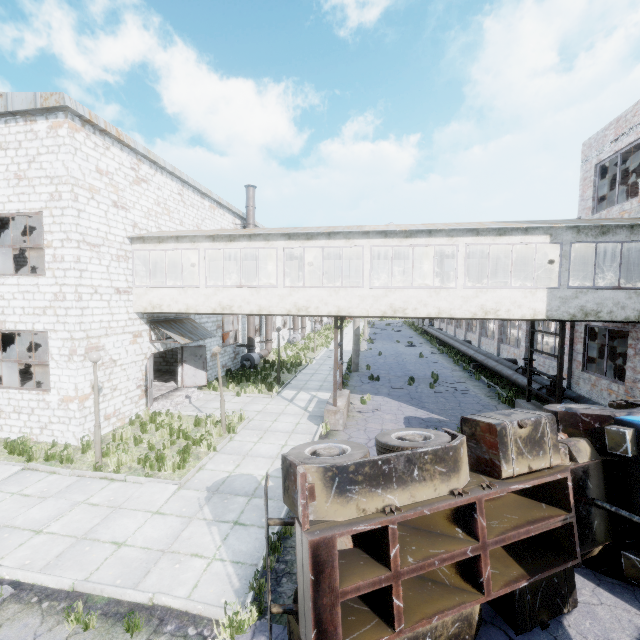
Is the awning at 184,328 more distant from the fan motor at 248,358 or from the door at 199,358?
the fan motor at 248,358

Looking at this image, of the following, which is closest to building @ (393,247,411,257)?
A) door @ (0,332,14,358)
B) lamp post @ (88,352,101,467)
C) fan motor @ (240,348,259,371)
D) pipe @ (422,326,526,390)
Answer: pipe @ (422,326,526,390)

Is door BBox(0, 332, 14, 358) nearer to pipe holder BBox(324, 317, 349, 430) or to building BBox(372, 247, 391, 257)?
building BBox(372, 247, 391, 257)

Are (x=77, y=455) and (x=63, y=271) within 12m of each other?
yes

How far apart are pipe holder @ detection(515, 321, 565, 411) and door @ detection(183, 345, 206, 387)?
15.0m

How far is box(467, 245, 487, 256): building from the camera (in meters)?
14.05

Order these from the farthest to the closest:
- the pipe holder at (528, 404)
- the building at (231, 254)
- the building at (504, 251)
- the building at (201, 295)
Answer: the building at (231, 254) → the building at (504, 251) → the pipe holder at (528, 404) → the building at (201, 295)

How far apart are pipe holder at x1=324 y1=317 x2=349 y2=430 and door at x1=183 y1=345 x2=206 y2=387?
7.0m
